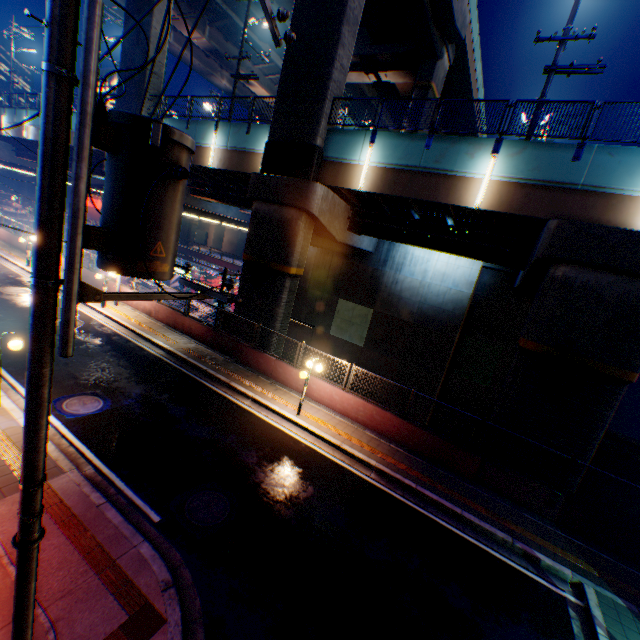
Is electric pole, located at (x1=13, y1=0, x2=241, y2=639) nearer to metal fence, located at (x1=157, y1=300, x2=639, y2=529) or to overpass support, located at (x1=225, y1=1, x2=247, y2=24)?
metal fence, located at (x1=157, y1=300, x2=639, y2=529)

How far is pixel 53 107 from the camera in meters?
2.7

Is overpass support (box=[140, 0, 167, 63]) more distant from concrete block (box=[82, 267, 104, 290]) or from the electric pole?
the electric pole

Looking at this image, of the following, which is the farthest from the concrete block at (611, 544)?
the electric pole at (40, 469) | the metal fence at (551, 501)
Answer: the electric pole at (40, 469)

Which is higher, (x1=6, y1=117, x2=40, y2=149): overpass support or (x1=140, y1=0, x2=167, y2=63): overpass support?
(x1=140, y1=0, x2=167, y2=63): overpass support

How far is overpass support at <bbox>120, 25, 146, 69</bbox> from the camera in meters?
20.2 m

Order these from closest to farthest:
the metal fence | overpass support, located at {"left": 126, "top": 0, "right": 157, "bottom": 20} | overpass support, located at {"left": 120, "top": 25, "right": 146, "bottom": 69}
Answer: the metal fence → overpass support, located at {"left": 126, "top": 0, "right": 157, "bottom": 20} → overpass support, located at {"left": 120, "top": 25, "right": 146, "bottom": 69}

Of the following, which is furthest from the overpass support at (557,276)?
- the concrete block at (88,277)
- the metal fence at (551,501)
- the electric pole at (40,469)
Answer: the electric pole at (40,469)
